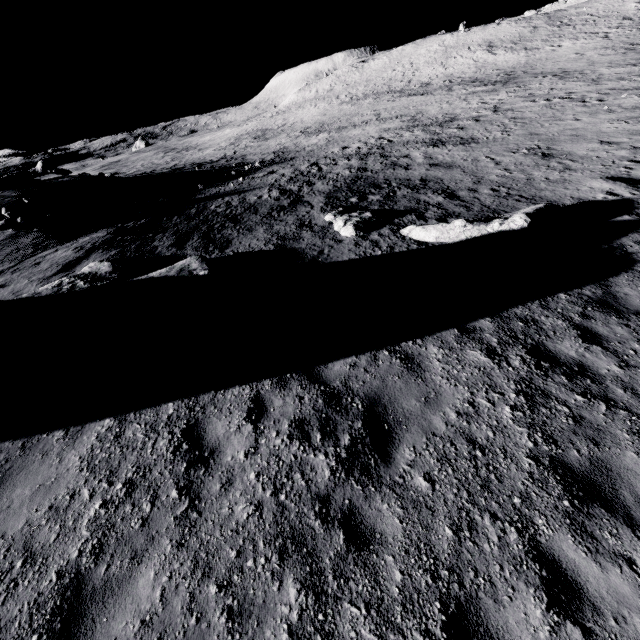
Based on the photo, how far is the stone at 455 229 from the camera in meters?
8.5 m

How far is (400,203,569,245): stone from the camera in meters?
8.5 m

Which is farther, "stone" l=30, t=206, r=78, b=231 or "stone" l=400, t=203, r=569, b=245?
"stone" l=30, t=206, r=78, b=231

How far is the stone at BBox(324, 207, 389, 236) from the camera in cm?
1066

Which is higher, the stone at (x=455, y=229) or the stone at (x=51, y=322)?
the stone at (x=51, y=322)

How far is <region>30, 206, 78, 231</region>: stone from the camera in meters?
14.9 m

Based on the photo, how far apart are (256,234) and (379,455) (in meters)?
9.89

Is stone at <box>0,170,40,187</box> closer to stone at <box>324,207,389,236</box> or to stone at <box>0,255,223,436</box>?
stone at <box>0,255,223,436</box>
